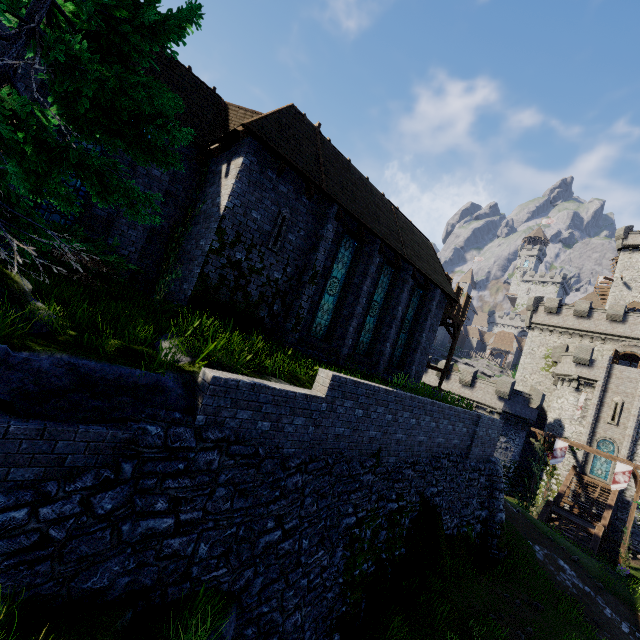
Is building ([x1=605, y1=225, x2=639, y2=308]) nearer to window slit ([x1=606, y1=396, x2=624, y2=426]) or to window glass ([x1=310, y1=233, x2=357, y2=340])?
window slit ([x1=606, y1=396, x2=624, y2=426])

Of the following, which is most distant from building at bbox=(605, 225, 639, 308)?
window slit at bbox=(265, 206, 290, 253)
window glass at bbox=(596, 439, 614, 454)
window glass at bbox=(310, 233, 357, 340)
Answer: window slit at bbox=(265, 206, 290, 253)

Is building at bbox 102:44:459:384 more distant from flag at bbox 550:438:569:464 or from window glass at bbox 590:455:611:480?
window glass at bbox 590:455:611:480

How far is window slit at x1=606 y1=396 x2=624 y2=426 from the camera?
31.0 meters

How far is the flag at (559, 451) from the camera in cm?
2545

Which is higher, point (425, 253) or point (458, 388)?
point (425, 253)

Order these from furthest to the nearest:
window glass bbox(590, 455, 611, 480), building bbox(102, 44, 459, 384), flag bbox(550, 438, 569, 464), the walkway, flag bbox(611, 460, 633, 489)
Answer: window glass bbox(590, 455, 611, 480)
flag bbox(550, 438, 569, 464)
the walkway
flag bbox(611, 460, 633, 489)
building bbox(102, 44, 459, 384)

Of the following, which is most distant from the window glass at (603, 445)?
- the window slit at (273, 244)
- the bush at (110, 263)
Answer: the bush at (110, 263)
